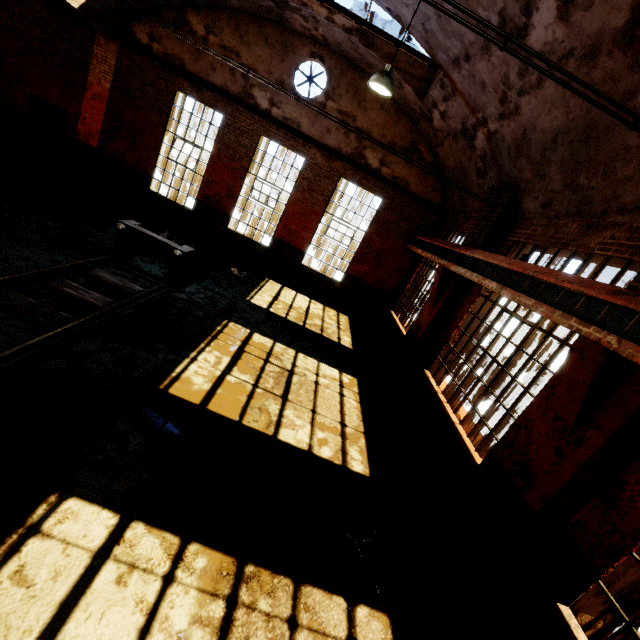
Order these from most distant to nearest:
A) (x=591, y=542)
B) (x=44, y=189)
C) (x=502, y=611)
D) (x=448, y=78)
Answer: (x=44, y=189)
(x=448, y=78)
(x=502, y=611)
(x=591, y=542)

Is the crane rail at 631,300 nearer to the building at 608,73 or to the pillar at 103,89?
the building at 608,73

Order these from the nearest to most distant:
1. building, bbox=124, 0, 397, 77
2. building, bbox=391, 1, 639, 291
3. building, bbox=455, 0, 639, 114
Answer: building, bbox=455, 0, 639, 114, building, bbox=391, 1, 639, 291, building, bbox=124, 0, 397, 77

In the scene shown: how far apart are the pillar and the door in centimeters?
37cm

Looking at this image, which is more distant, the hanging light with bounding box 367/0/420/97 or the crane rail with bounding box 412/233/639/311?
the hanging light with bounding box 367/0/420/97

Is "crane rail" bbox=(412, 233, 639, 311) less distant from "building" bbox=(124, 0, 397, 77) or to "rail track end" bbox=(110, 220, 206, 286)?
"building" bbox=(124, 0, 397, 77)

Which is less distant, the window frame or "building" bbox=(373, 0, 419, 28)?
the window frame

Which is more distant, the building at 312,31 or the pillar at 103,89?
the pillar at 103,89
